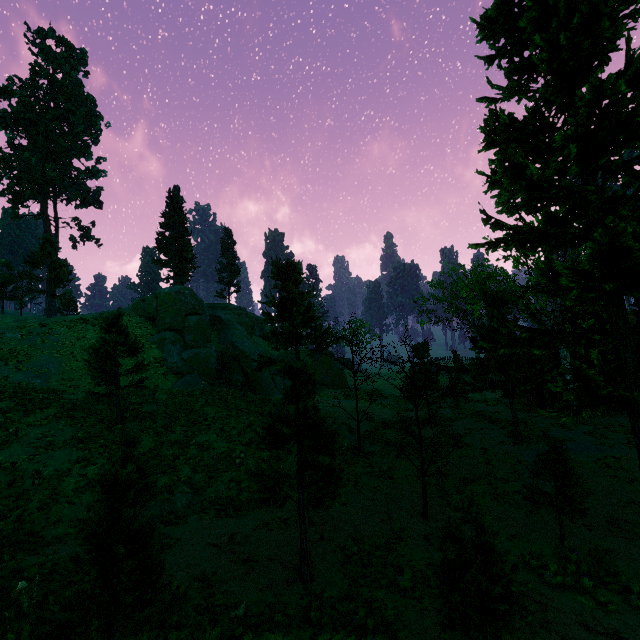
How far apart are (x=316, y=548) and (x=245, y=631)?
3.88m

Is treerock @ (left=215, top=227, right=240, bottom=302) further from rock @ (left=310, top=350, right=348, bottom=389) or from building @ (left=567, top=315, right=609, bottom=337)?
rock @ (left=310, top=350, right=348, bottom=389)

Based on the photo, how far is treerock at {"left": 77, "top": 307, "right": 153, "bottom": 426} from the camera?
16.29m

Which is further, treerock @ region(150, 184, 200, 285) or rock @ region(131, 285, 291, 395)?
treerock @ region(150, 184, 200, 285)

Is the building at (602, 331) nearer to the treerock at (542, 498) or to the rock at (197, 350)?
the treerock at (542, 498)

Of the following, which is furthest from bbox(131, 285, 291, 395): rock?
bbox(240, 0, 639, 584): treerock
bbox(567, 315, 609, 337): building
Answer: bbox(567, 315, 609, 337): building

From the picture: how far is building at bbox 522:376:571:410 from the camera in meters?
23.5
